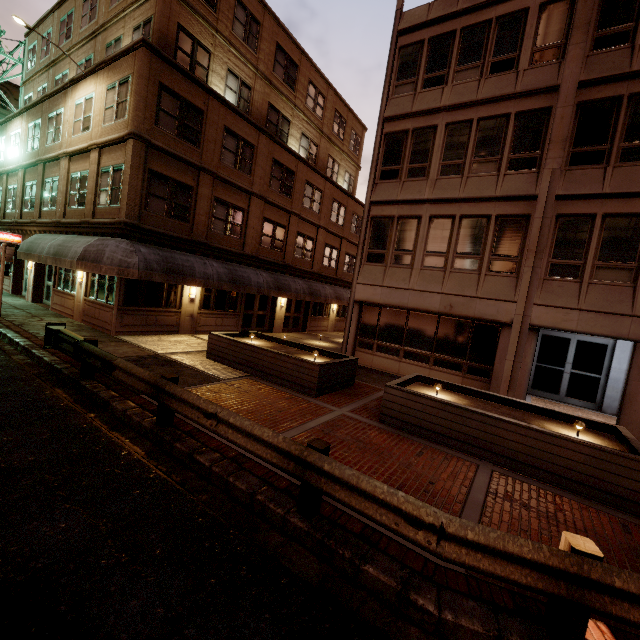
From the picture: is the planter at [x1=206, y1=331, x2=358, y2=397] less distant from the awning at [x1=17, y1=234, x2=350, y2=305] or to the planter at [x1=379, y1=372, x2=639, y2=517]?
the planter at [x1=379, y1=372, x2=639, y2=517]

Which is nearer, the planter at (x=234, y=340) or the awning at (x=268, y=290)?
the planter at (x=234, y=340)

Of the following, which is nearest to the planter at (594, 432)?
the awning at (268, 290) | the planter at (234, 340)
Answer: the planter at (234, 340)

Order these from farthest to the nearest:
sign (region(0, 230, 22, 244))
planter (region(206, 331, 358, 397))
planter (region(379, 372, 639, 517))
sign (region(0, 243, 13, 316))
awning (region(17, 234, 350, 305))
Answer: sign (region(0, 230, 22, 244))
sign (region(0, 243, 13, 316))
awning (region(17, 234, 350, 305))
planter (region(206, 331, 358, 397))
planter (region(379, 372, 639, 517))

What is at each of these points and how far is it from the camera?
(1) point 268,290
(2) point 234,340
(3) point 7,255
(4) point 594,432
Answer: (1) awning, 18.5m
(2) planter, 11.1m
(3) sign, 13.6m
(4) planter, 7.5m

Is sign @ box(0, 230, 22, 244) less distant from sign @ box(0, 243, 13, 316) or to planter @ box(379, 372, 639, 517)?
sign @ box(0, 243, 13, 316)

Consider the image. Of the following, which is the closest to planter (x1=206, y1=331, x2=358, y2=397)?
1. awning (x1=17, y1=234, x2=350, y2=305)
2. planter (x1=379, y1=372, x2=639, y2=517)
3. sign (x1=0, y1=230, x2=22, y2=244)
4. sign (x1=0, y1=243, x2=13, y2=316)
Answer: planter (x1=379, y1=372, x2=639, y2=517)
